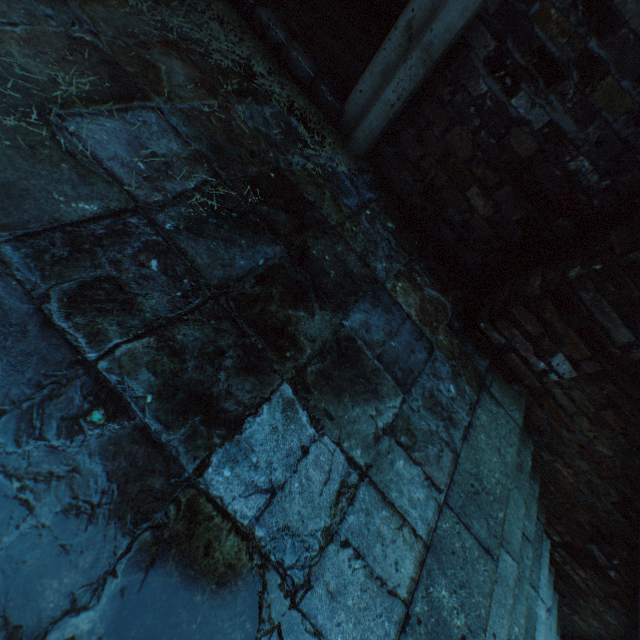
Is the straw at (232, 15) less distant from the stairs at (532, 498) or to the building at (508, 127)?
the building at (508, 127)

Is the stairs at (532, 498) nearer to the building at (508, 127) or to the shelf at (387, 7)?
the building at (508, 127)

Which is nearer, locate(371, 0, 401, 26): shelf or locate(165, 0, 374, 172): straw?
locate(165, 0, 374, 172): straw

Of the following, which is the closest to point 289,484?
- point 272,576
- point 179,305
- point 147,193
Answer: point 272,576

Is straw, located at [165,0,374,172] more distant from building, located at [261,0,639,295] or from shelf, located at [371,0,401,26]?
shelf, located at [371,0,401,26]

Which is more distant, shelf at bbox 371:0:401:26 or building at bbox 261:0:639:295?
shelf at bbox 371:0:401:26

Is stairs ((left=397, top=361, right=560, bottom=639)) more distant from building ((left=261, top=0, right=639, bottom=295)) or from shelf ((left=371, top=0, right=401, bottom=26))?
shelf ((left=371, top=0, right=401, bottom=26))
